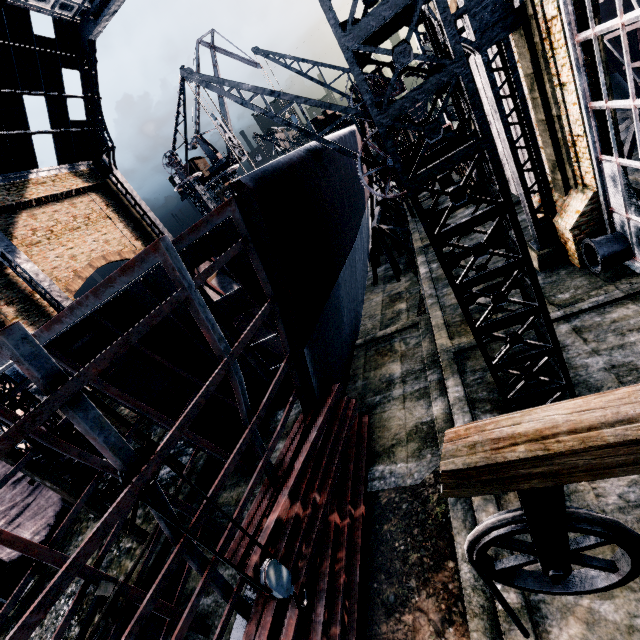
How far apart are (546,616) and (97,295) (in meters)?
10.54

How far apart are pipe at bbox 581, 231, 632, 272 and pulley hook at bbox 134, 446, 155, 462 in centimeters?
1343cm

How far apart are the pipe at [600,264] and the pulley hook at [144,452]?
13.4 meters

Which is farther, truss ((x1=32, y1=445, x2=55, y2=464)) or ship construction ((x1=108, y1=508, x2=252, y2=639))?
truss ((x1=32, y1=445, x2=55, y2=464))

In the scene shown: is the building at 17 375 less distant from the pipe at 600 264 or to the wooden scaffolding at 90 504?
the pipe at 600 264

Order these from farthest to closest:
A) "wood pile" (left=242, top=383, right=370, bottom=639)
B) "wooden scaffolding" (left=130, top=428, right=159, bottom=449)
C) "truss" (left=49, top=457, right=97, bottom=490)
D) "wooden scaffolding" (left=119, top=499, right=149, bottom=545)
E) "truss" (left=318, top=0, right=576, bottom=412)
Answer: "truss" (left=49, top=457, right=97, bottom=490)
"wooden scaffolding" (left=130, top=428, right=159, bottom=449)
"wooden scaffolding" (left=119, top=499, right=149, bottom=545)
"wood pile" (left=242, top=383, right=370, bottom=639)
"truss" (left=318, top=0, right=576, bottom=412)

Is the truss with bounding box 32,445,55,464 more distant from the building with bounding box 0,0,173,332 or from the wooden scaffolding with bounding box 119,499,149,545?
the wooden scaffolding with bounding box 119,499,149,545
